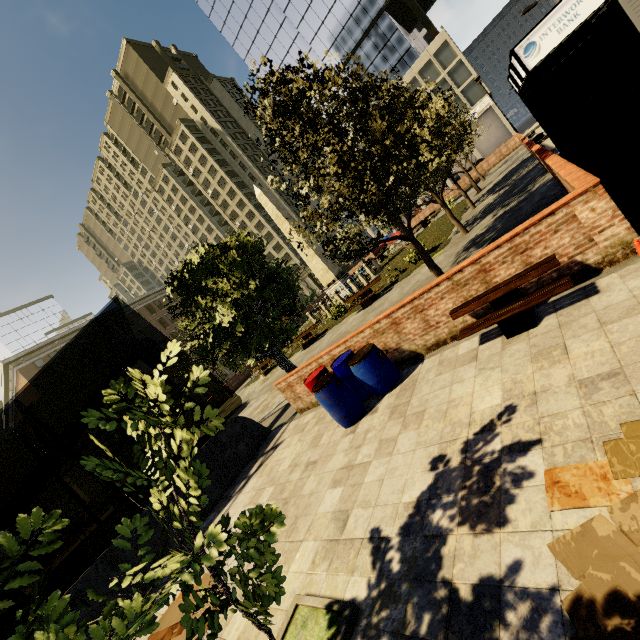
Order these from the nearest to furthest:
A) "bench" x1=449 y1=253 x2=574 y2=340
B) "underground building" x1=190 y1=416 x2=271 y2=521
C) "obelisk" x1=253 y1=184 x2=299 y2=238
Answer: "bench" x1=449 y1=253 x2=574 y2=340 → "underground building" x1=190 y1=416 x2=271 y2=521 → "obelisk" x1=253 y1=184 x2=299 y2=238

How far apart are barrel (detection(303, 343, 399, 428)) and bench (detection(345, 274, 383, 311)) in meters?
9.4

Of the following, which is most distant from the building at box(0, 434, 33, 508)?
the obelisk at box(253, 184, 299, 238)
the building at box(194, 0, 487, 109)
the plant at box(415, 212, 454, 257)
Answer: the building at box(194, 0, 487, 109)

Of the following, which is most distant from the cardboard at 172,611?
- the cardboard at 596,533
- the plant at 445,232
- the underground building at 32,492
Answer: the plant at 445,232

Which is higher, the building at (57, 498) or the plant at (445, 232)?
the building at (57, 498)

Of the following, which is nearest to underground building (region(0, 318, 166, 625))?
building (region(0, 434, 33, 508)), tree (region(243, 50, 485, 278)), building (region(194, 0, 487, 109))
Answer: tree (region(243, 50, 485, 278))

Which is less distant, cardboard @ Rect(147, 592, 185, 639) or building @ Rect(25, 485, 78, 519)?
cardboard @ Rect(147, 592, 185, 639)

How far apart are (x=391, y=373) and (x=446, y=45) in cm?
5331
